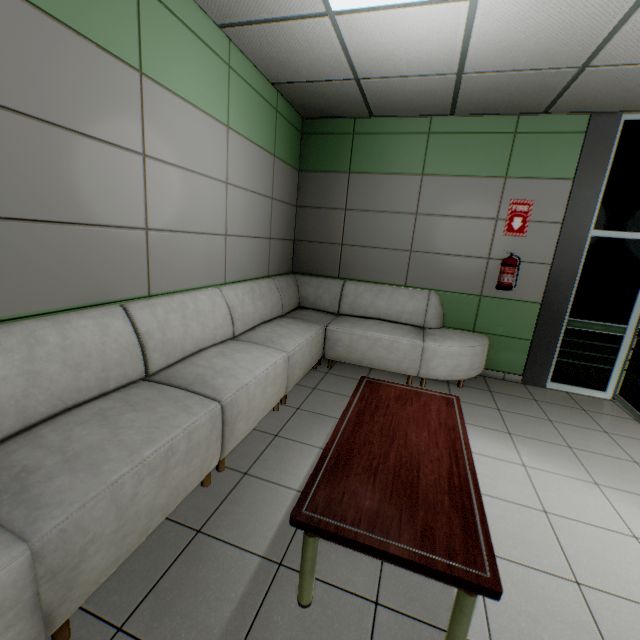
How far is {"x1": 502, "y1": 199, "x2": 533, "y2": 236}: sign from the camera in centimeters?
397cm

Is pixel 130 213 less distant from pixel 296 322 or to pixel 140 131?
pixel 140 131

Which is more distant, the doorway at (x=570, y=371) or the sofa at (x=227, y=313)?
the doorway at (x=570, y=371)

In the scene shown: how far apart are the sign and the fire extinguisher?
0.20m

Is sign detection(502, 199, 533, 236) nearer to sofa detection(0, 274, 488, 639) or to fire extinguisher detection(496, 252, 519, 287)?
fire extinguisher detection(496, 252, 519, 287)

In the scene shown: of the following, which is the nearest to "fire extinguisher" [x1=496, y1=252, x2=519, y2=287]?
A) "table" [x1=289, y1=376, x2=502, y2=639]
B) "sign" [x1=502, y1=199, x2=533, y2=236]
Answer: "sign" [x1=502, y1=199, x2=533, y2=236]

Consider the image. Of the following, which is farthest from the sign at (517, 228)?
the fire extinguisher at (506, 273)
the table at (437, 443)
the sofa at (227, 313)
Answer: the table at (437, 443)

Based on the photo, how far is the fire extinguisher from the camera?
4.0 meters
